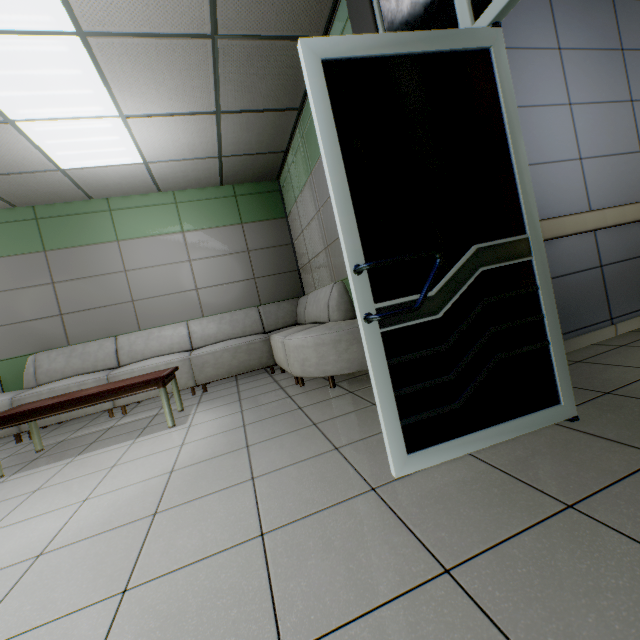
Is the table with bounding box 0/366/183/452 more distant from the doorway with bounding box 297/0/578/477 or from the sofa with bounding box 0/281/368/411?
the doorway with bounding box 297/0/578/477

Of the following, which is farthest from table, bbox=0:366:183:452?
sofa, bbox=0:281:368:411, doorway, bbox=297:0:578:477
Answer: doorway, bbox=297:0:578:477

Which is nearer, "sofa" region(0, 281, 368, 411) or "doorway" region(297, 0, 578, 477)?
"doorway" region(297, 0, 578, 477)

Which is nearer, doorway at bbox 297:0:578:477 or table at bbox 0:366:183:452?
doorway at bbox 297:0:578:477

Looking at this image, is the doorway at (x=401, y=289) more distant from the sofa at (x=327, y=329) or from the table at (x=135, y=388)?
the table at (x=135, y=388)

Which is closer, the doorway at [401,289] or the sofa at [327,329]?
the doorway at [401,289]

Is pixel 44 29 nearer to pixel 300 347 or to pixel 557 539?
pixel 300 347
